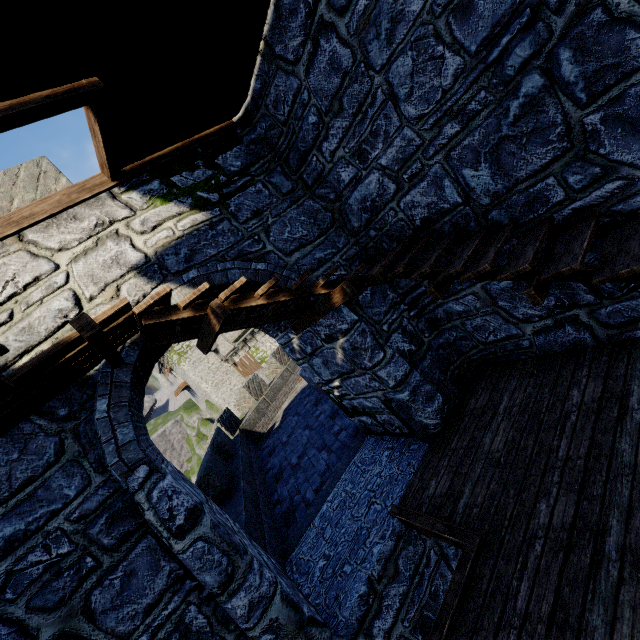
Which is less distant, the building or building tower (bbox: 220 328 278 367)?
the building

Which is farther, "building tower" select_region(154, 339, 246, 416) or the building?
"building tower" select_region(154, 339, 246, 416)

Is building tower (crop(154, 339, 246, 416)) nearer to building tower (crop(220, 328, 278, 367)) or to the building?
building tower (crop(220, 328, 278, 367))

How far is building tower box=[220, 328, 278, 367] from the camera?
22.9m

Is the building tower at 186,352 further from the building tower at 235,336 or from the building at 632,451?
the building at 632,451

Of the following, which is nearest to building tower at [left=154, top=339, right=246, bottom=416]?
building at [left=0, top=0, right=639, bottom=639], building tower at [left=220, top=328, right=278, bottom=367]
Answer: building tower at [left=220, top=328, right=278, bottom=367]

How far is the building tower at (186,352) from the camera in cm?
3675

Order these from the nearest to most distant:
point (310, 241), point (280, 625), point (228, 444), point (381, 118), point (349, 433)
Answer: point (280, 625) → point (381, 118) → point (310, 241) → point (349, 433) → point (228, 444)
